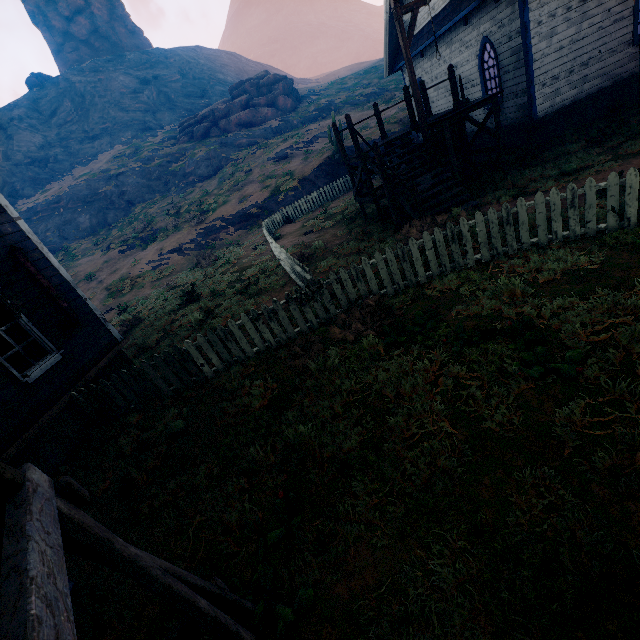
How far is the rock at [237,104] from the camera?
41.2 meters

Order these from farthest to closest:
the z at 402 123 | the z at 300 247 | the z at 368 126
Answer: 1. the z at 402 123
2. the z at 368 126
3. the z at 300 247

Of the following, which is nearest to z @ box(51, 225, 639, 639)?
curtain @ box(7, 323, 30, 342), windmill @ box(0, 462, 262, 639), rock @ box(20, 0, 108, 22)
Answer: windmill @ box(0, 462, 262, 639)

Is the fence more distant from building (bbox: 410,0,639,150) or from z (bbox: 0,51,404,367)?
building (bbox: 410,0,639,150)

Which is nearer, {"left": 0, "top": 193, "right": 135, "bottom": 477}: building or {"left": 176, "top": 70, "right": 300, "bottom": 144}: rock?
{"left": 0, "top": 193, "right": 135, "bottom": 477}: building

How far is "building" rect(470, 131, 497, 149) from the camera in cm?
1362

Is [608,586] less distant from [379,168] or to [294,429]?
[294,429]

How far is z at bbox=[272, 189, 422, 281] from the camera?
9.3 meters
